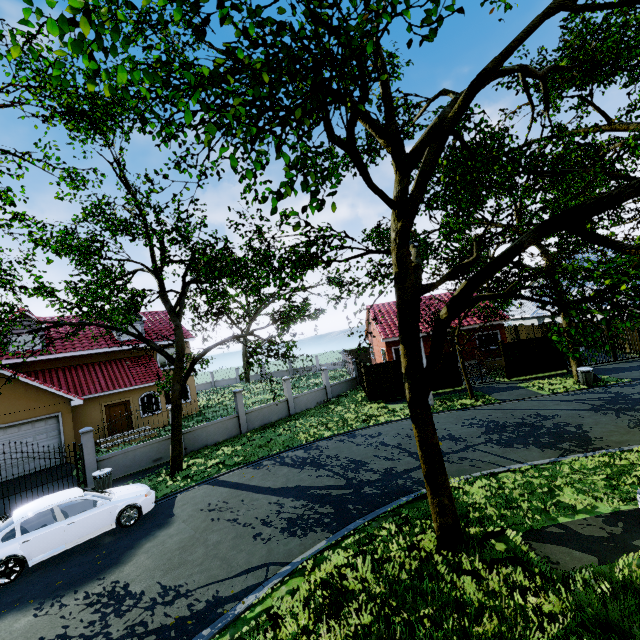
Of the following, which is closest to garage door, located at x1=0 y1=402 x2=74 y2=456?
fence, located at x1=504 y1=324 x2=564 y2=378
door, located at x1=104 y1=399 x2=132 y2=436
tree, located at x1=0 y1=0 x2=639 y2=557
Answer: tree, located at x1=0 y1=0 x2=639 y2=557

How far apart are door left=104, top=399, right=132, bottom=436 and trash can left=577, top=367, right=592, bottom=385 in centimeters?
2756cm

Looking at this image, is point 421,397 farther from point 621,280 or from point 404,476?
point 404,476

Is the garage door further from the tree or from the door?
the door

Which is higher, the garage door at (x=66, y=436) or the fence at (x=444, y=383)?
the garage door at (x=66, y=436)

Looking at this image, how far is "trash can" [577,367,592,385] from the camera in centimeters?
1692cm

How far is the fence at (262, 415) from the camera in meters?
17.2 m

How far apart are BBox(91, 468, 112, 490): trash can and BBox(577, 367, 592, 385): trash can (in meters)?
22.67
